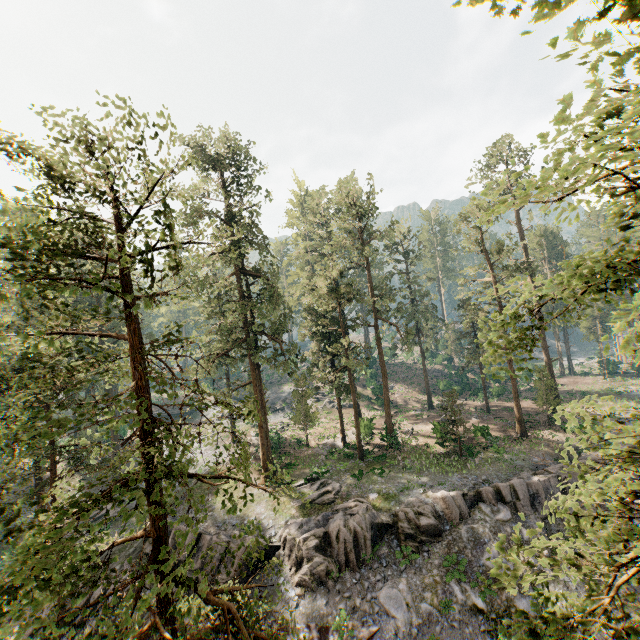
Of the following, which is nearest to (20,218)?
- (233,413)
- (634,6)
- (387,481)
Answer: (634,6)

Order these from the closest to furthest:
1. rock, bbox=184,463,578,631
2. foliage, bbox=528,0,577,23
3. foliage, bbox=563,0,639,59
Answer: foliage, bbox=563,0,639,59
foliage, bbox=528,0,577,23
rock, bbox=184,463,578,631

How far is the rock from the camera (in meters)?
17.20

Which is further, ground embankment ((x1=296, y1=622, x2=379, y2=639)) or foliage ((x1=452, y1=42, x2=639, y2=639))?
ground embankment ((x1=296, y1=622, x2=379, y2=639))

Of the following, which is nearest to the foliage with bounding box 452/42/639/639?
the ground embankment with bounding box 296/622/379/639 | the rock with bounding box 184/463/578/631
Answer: the rock with bounding box 184/463/578/631

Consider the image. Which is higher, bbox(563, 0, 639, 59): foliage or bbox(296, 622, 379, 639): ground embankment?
bbox(563, 0, 639, 59): foliage

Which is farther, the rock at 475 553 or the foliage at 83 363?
the rock at 475 553

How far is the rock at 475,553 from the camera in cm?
1720
